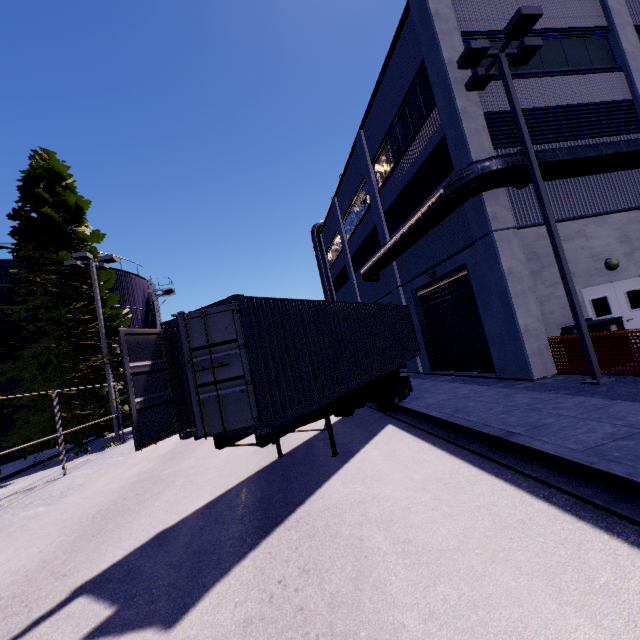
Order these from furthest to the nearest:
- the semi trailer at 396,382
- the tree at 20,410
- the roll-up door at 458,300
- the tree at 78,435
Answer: the tree at 78,435
the tree at 20,410
the roll-up door at 458,300
the semi trailer at 396,382

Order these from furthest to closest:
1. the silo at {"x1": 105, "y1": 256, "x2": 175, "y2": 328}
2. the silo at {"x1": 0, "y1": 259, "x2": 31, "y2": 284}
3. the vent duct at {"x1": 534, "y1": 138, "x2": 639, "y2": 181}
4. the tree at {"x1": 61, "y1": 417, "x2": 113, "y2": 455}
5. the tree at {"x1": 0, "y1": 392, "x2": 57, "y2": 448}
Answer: the silo at {"x1": 105, "y1": 256, "x2": 175, "y2": 328} → the silo at {"x1": 0, "y1": 259, "x2": 31, "y2": 284} → the tree at {"x1": 61, "y1": 417, "x2": 113, "y2": 455} → the tree at {"x1": 0, "y1": 392, "x2": 57, "y2": 448} → the vent duct at {"x1": 534, "y1": 138, "x2": 639, "y2": 181}

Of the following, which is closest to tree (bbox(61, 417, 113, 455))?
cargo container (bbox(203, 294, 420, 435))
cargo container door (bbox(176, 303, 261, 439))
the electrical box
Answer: cargo container (bbox(203, 294, 420, 435))

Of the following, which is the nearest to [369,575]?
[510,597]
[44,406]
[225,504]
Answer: [510,597]

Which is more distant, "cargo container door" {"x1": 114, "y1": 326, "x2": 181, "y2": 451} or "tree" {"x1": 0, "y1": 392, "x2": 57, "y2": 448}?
"tree" {"x1": 0, "y1": 392, "x2": 57, "y2": 448}

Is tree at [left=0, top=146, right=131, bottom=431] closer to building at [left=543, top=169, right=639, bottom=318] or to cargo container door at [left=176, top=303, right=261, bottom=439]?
building at [left=543, top=169, right=639, bottom=318]

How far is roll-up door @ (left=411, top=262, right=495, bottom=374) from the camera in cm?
1323

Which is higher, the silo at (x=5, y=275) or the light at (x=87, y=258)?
the silo at (x=5, y=275)
